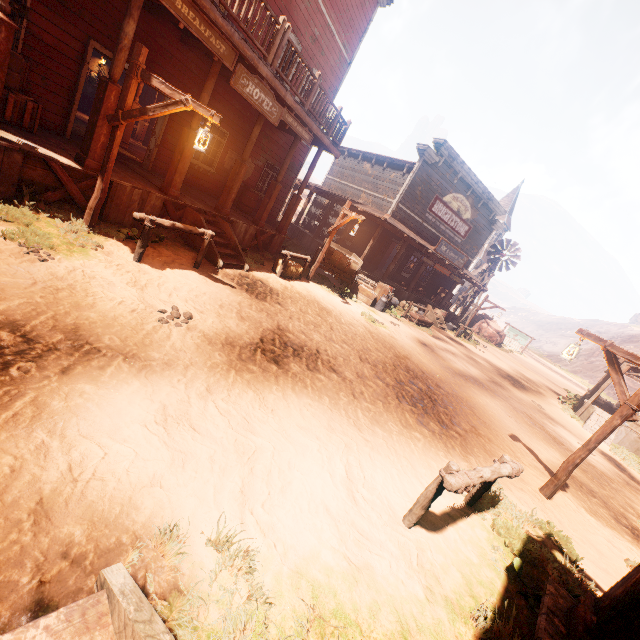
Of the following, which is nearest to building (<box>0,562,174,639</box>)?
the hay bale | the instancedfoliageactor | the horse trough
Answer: the hay bale

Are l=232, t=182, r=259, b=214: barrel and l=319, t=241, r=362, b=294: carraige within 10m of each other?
yes

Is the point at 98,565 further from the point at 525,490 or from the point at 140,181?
the point at 140,181

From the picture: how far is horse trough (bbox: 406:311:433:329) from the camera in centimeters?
1636cm

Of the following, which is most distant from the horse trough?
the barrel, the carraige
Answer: the barrel

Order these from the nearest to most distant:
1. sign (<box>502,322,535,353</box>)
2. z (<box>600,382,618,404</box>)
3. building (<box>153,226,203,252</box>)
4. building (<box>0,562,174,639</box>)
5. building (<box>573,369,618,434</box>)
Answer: building (<box>0,562,174,639</box>) → building (<box>153,226,203,252</box>) → building (<box>573,369,618,434</box>) → sign (<box>502,322,535,353</box>) → z (<box>600,382,618,404</box>)

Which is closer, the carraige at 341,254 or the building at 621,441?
the carraige at 341,254

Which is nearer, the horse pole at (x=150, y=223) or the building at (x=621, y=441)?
the horse pole at (x=150, y=223)
